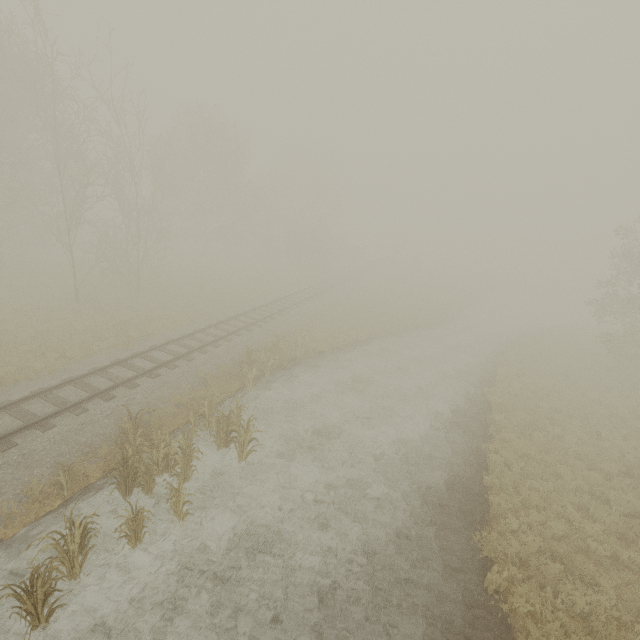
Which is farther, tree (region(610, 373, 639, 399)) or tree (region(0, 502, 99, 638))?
tree (region(610, 373, 639, 399))

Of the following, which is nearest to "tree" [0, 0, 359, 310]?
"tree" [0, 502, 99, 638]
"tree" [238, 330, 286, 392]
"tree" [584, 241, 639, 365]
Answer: "tree" [584, 241, 639, 365]

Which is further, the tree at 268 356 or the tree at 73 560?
the tree at 268 356

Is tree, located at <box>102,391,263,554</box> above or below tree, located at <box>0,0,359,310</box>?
below

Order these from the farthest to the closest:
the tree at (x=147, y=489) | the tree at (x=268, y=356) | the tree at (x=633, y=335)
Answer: the tree at (x=633, y=335) → the tree at (x=268, y=356) → the tree at (x=147, y=489)

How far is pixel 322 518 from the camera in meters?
9.2 m

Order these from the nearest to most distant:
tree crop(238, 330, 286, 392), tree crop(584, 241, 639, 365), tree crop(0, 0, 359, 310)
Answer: tree crop(238, 330, 286, 392) → tree crop(0, 0, 359, 310) → tree crop(584, 241, 639, 365)
